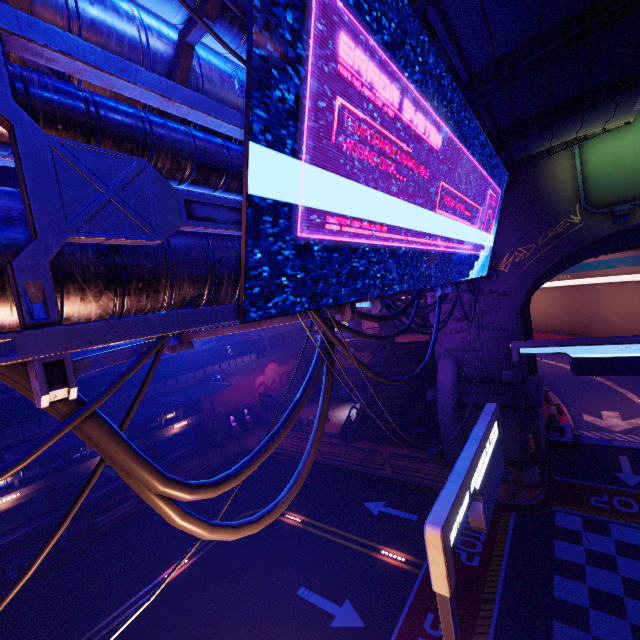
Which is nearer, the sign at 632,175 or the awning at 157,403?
the sign at 632,175

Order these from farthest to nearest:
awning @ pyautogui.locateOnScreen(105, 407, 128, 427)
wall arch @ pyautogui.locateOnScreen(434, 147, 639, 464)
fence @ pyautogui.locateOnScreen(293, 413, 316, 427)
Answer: fence @ pyautogui.locateOnScreen(293, 413, 316, 427), awning @ pyautogui.locateOnScreen(105, 407, 128, 427), wall arch @ pyautogui.locateOnScreen(434, 147, 639, 464)

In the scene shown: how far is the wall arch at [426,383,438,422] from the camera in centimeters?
1995cm

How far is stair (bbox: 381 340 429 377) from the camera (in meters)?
27.53

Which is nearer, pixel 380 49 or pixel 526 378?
pixel 380 49

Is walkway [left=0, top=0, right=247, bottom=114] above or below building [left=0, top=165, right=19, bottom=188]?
below

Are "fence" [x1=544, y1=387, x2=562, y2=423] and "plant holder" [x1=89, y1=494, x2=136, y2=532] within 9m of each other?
no

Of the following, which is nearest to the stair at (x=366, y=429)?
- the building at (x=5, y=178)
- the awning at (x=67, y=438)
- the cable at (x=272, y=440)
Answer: the cable at (x=272, y=440)
